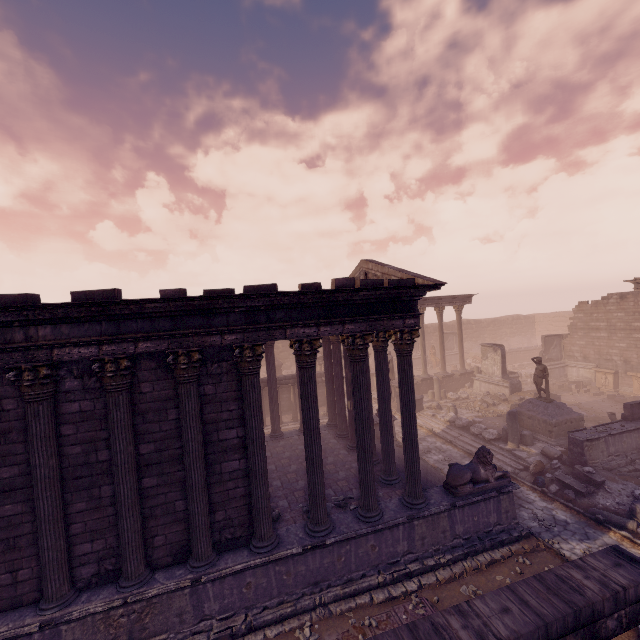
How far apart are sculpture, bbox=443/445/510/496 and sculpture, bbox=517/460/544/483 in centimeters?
379cm

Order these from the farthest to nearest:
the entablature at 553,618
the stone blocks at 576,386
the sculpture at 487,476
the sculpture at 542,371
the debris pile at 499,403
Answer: the stone blocks at 576,386, the debris pile at 499,403, the sculpture at 542,371, the sculpture at 487,476, the entablature at 553,618

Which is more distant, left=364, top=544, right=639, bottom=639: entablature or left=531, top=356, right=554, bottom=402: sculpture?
left=531, top=356, right=554, bottom=402: sculpture

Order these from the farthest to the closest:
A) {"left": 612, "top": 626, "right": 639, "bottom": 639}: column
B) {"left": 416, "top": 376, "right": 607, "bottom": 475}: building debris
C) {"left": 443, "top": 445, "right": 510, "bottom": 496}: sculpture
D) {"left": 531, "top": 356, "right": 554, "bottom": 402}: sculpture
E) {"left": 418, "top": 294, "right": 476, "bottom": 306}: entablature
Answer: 1. {"left": 418, "top": 294, "right": 476, "bottom": 306}: entablature
2. {"left": 531, "top": 356, "right": 554, "bottom": 402}: sculpture
3. {"left": 416, "top": 376, "right": 607, "bottom": 475}: building debris
4. {"left": 443, "top": 445, "right": 510, "bottom": 496}: sculpture
5. {"left": 612, "top": 626, "right": 639, "bottom": 639}: column

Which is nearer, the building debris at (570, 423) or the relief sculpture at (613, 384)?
the building debris at (570, 423)

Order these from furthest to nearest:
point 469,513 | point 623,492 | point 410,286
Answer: point 623,492 < point 469,513 < point 410,286

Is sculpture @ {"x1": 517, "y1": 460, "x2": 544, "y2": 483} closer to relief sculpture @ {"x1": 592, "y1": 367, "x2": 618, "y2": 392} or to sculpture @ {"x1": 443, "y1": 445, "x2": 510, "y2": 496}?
sculpture @ {"x1": 443, "y1": 445, "x2": 510, "y2": 496}

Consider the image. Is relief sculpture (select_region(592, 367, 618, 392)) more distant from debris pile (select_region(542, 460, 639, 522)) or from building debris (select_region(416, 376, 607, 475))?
debris pile (select_region(542, 460, 639, 522))
